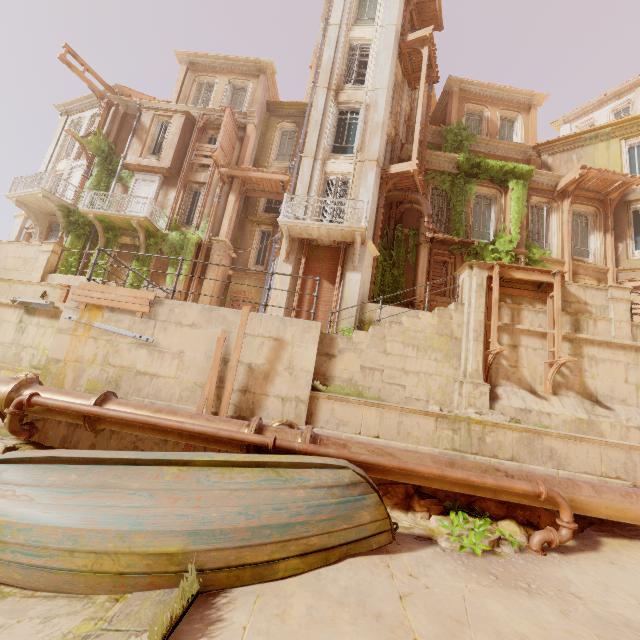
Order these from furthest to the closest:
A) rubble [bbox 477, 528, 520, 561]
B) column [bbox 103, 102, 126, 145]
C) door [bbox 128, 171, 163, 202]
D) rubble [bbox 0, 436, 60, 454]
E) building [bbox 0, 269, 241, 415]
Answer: column [bbox 103, 102, 126, 145], door [bbox 128, 171, 163, 202], building [bbox 0, 269, 241, 415], rubble [bbox 0, 436, 60, 454], rubble [bbox 477, 528, 520, 561]

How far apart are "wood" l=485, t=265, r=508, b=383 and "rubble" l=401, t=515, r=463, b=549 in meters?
4.8 m

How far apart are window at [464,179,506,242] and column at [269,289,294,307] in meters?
7.8 m

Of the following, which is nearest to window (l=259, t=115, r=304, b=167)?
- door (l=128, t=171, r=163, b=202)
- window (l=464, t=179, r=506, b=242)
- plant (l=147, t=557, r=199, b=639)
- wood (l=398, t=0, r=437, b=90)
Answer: door (l=128, t=171, r=163, b=202)

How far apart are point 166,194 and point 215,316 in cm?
1558

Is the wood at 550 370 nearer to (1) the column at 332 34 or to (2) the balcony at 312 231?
(2) the balcony at 312 231

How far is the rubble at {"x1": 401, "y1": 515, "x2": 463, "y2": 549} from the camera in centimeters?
448cm

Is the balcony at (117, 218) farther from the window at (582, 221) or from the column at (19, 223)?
the window at (582, 221)
